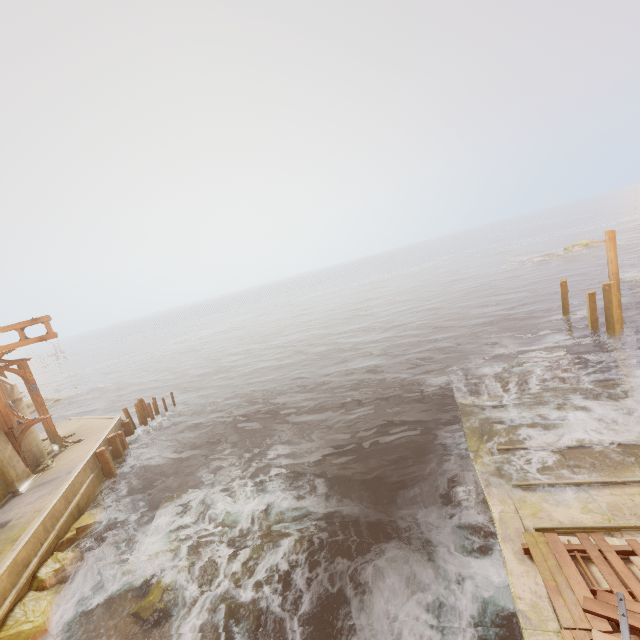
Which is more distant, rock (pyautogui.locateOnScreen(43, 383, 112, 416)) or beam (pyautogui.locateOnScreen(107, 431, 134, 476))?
rock (pyautogui.locateOnScreen(43, 383, 112, 416))

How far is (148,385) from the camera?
37.1m

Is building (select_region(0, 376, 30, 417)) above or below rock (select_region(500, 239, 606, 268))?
above

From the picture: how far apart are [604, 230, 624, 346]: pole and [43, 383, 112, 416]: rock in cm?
4850

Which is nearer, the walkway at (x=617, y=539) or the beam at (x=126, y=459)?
the walkway at (x=617, y=539)

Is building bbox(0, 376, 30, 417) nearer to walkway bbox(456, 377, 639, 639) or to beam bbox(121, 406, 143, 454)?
beam bbox(121, 406, 143, 454)

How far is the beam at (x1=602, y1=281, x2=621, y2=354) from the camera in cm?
1568

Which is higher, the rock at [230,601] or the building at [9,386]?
the building at [9,386]
